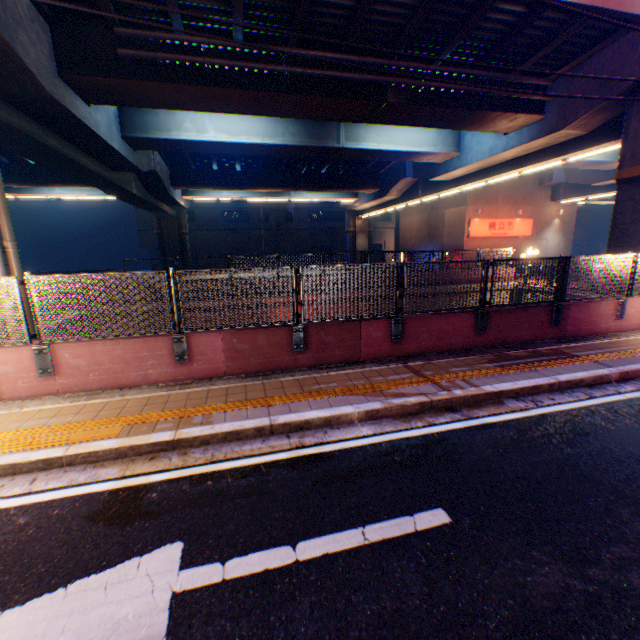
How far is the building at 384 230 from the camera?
51.97m

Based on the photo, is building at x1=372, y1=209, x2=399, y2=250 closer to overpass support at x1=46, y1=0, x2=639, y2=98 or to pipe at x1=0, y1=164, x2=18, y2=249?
overpass support at x1=46, y1=0, x2=639, y2=98

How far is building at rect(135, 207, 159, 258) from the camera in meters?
43.5

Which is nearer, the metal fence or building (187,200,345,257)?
the metal fence

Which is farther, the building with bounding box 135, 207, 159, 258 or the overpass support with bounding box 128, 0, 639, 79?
the building with bounding box 135, 207, 159, 258

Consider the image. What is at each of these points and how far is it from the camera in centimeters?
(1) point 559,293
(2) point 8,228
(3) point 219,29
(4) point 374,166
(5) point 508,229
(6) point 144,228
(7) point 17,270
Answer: (1) metal fence, 820cm
(2) pipe, 734cm
(3) overpass support, 1011cm
(4) overpass support, 2762cm
(5) sign, 2911cm
(6) building, 4384cm
(7) pipe, 754cm

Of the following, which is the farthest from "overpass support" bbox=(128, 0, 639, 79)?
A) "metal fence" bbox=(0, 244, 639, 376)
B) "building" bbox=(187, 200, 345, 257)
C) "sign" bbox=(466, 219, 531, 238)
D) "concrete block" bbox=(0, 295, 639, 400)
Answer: "building" bbox=(187, 200, 345, 257)

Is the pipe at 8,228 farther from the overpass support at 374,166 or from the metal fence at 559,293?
the metal fence at 559,293
